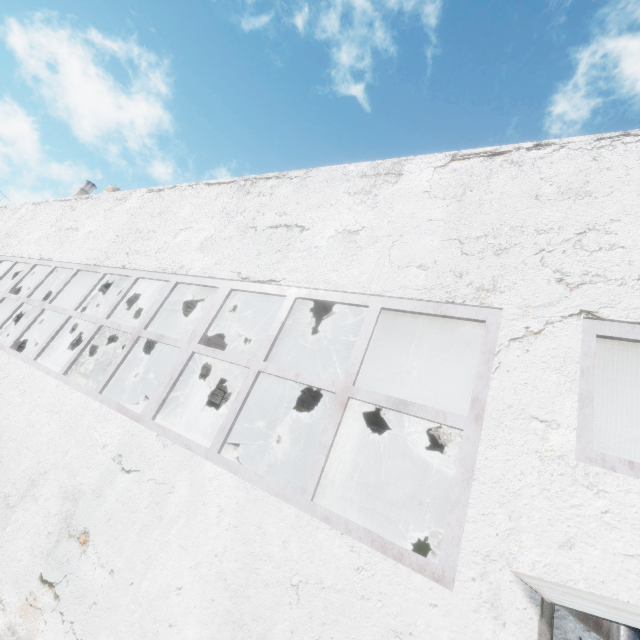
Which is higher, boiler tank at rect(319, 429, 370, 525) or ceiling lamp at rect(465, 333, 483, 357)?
ceiling lamp at rect(465, 333, 483, 357)

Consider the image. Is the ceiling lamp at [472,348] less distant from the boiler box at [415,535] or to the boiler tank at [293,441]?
the boiler box at [415,535]

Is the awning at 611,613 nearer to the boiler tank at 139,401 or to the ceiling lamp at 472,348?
the ceiling lamp at 472,348

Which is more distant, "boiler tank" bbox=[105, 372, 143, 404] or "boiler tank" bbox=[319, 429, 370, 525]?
"boiler tank" bbox=[105, 372, 143, 404]

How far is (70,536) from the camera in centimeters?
378cm

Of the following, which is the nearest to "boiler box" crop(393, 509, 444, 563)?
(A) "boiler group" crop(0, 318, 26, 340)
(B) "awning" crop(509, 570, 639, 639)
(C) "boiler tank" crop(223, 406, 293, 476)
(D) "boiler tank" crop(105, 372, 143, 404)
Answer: (C) "boiler tank" crop(223, 406, 293, 476)

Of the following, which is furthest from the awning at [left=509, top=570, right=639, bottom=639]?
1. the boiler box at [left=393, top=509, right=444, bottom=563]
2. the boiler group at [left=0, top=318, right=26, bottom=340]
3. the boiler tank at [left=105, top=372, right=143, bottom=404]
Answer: the boiler group at [left=0, top=318, right=26, bottom=340]

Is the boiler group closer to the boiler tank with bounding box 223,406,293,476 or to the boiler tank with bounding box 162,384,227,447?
the boiler tank with bounding box 162,384,227,447
